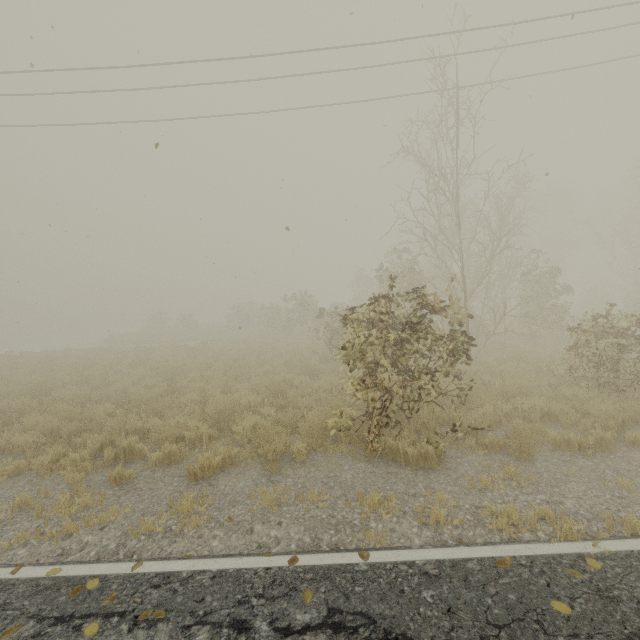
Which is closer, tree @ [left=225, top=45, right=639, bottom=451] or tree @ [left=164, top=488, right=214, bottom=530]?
tree @ [left=164, top=488, right=214, bottom=530]

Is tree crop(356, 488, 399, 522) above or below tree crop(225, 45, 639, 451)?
below

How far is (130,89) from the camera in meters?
11.5 m

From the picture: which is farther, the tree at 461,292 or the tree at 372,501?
the tree at 461,292

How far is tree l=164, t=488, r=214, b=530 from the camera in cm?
435

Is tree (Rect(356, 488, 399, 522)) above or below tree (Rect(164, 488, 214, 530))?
below
